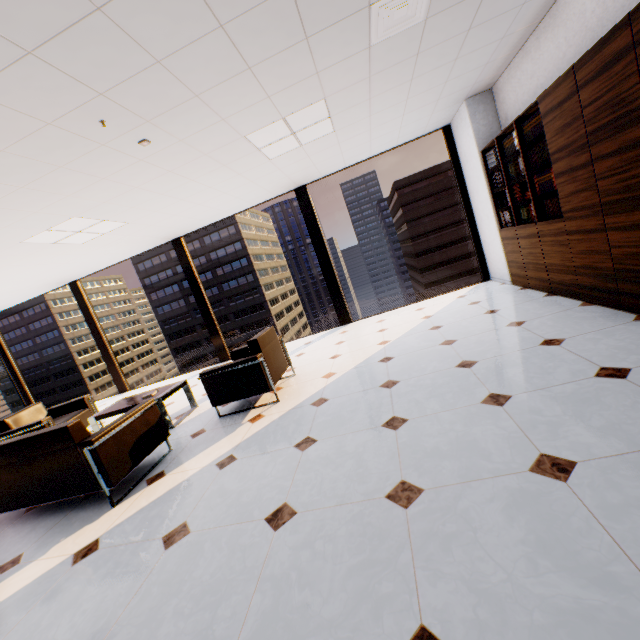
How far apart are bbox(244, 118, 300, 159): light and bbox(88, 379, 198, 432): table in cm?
330

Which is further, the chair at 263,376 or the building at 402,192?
the building at 402,192

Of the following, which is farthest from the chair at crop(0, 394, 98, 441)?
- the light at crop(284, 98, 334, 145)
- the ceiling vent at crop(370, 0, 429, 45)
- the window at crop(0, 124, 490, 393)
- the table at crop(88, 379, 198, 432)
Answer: the ceiling vent at crop(370, 0, 429, 45)

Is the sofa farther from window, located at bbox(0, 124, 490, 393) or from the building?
the building

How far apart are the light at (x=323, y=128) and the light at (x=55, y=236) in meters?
2.5

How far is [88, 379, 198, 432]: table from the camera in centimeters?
414cm

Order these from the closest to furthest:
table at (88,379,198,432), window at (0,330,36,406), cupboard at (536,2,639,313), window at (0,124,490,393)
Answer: cupboard at (536,2,639,313)
table at (88,379,198,432)
window at (0,124,490,393)
window at (0,330,36,406)

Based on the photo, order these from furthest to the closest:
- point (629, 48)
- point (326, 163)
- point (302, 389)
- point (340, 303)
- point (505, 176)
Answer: point (340, 303)
point (326, 163)
point (505, 176)
point (302, 389)
point (629, 48)
